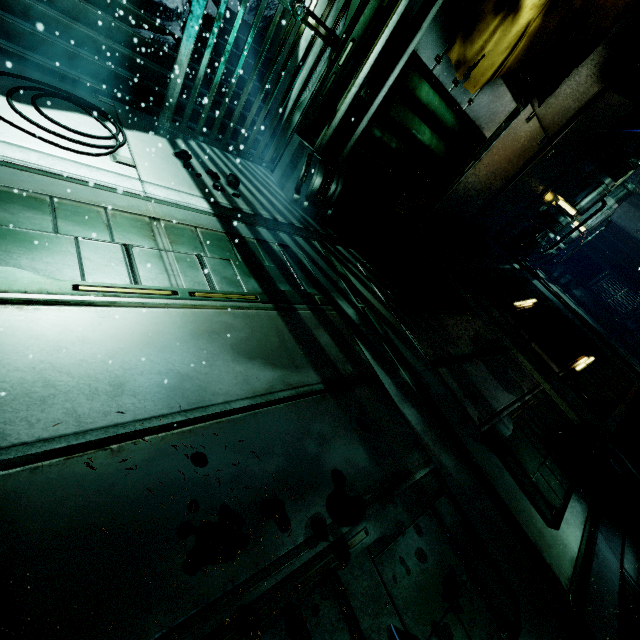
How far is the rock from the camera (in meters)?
2.77

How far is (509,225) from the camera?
8.8m

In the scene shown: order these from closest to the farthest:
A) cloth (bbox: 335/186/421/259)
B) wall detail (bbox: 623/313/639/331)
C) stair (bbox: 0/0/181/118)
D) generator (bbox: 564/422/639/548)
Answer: stair (bbox: 0/0/181/118) < generator (bbox: 564/422/639/548) < cloth (bbox: 335/186/421/259) < wall detail (bbox: 623/313/639/331)

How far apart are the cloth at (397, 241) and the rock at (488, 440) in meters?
2.9 m

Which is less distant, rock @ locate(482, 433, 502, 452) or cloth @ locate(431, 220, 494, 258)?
rock @ locate(482, 433, 502, 452)

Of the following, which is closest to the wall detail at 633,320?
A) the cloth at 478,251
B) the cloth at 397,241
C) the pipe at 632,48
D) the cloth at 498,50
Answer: the cloth at 478,251

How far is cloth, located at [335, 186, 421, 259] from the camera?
4.5 meters

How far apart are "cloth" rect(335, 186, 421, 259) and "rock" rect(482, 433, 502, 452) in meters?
2.9
